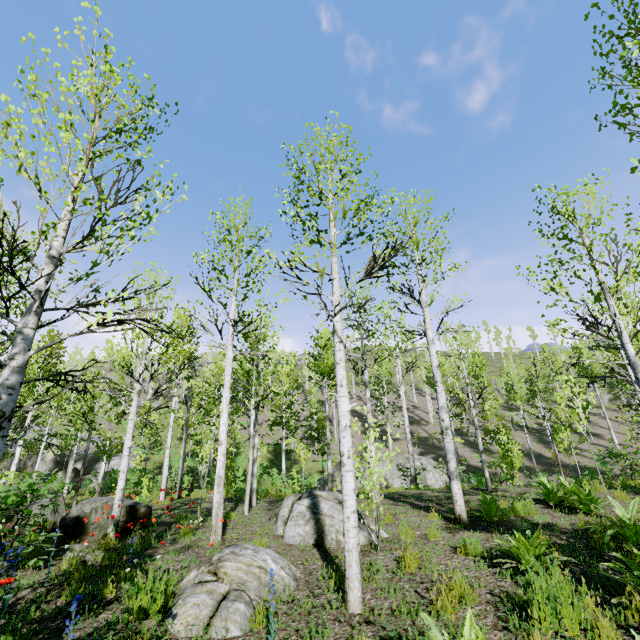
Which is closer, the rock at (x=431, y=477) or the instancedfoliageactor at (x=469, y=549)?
the instancedfoliageactor at (x=469, y=549)

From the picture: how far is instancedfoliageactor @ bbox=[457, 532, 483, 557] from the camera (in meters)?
5.35

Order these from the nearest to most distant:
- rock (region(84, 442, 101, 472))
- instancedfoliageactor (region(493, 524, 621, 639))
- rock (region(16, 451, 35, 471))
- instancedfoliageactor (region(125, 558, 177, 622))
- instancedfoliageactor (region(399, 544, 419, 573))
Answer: instancedfoliageactor (region(493, 524, 621, 639)) → instancedfoliageactor (region(125, 558, 177, 622)) → instancedfoliageactor (region(399, 544, 419, 573)) → rock (region(84, 442, 101, 472)) → rock (region(16, 451, 35, 471))

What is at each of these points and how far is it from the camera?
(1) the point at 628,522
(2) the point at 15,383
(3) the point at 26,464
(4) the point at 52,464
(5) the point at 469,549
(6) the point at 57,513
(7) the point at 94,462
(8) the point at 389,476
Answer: (1) instancedfoliageactor, 5.5m
(2) instancedfoliageactor, 2.8m
(3) rock, 31.7m
(4) rock, 31.2m
(5) instancedfoliageactor, 5.4m
(6) rock, 8.1m
(7) rock, 31.0m
(8) rock, 21.1m

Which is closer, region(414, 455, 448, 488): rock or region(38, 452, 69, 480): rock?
region(414, 455, 448, 488): rock

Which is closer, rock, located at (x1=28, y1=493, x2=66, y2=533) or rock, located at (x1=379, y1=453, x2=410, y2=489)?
rock, located at (x1=28, y1=493, x2=66, y2=533)

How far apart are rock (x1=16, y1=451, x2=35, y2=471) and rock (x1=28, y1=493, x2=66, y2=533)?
31.8m

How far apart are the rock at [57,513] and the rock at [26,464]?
31.8 meters
